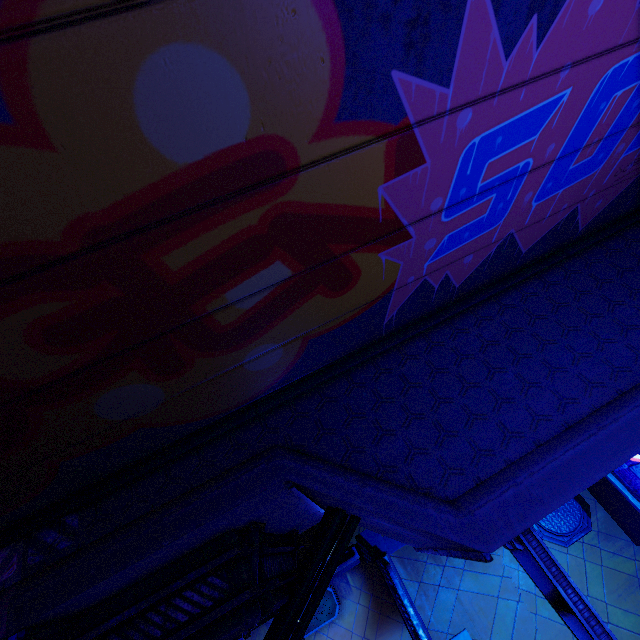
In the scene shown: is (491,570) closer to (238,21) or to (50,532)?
(50,532)

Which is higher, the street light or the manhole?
the street light

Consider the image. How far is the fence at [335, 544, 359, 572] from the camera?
8.0m

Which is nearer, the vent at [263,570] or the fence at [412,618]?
the vent at [263,570]

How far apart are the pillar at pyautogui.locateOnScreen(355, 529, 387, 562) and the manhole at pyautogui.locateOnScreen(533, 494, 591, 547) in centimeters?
450cm

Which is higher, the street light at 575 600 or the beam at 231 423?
the beam at 231 423

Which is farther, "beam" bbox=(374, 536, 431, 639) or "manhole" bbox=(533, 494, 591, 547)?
"manhole" bbox=(533, 494, 591, 547)

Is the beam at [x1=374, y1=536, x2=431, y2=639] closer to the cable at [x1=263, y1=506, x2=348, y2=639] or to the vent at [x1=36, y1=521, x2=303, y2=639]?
the vent at [x1=36, y1=521, x2=303, y2=639]
